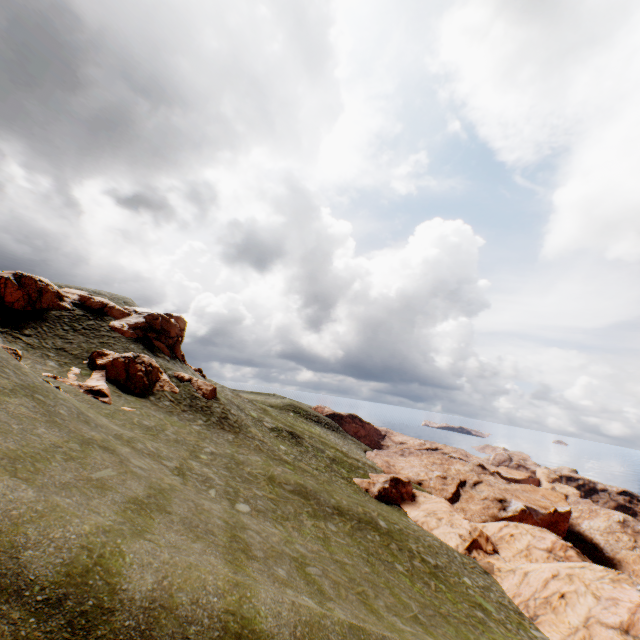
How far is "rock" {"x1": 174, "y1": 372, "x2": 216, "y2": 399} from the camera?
35.3 meters

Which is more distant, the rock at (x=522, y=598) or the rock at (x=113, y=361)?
the rock at (x=113, y=361)

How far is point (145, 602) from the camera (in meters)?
6.02

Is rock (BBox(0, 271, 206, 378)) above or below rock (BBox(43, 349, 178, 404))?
above

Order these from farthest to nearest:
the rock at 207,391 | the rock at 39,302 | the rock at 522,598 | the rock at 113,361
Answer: the rock at 207,391 < the rock at 39,302 < the rock at 113,361 < the rock at 522,598

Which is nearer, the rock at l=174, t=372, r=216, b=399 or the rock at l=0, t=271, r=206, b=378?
the rock at l=0, t=271, r=206, b=378

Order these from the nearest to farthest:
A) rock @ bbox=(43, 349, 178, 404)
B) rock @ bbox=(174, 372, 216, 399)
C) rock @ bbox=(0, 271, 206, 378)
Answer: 1. rock @ bbox=(43, 349, 178, 404)
2. rock @ bbox=(0, 271, 206, 378)
3. rock @ bbox=(174, 372, 216, 399)
